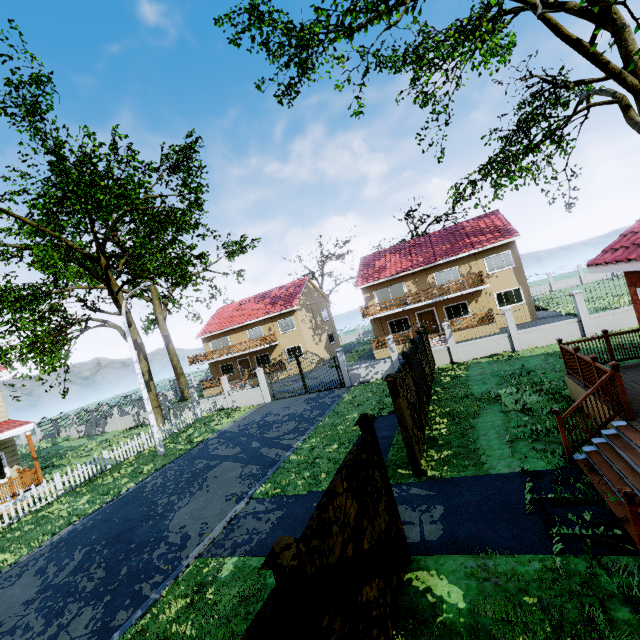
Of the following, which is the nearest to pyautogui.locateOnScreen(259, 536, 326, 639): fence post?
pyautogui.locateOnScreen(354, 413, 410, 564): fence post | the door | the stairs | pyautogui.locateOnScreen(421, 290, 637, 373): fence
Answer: pyautogui.locateOnScreen(421, 290, 637, 373): fence

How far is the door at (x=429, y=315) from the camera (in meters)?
28.09

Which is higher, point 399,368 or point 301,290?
point 301,290

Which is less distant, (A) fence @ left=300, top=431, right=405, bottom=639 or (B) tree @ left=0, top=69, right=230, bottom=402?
(A) fence @ left=300, top=431, right=405, bottom=639

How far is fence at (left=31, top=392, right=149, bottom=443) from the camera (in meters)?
28.34

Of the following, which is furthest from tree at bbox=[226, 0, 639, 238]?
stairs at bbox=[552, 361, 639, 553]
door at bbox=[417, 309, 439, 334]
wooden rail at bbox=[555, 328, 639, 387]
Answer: door at bbox=[417, 309, 439, 334]

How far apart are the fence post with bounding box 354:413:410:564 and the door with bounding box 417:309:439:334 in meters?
24.2

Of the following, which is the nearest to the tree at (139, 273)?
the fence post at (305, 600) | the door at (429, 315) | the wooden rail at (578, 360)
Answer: the fence post at (305, 600)
